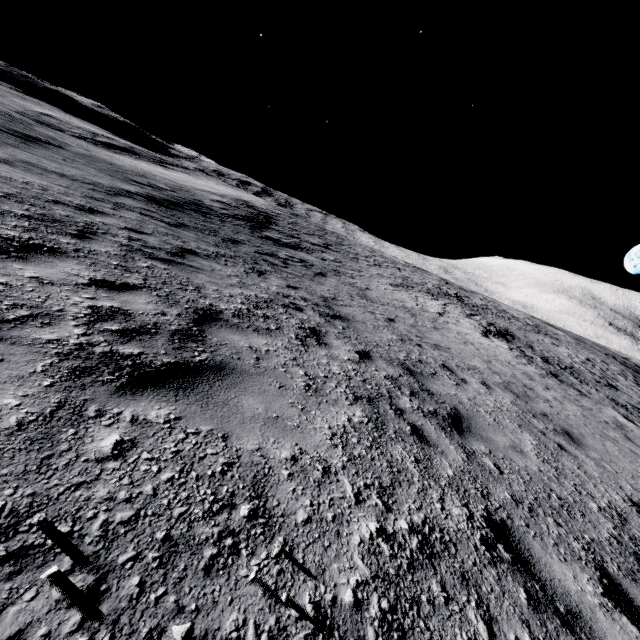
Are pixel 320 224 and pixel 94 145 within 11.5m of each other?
no
